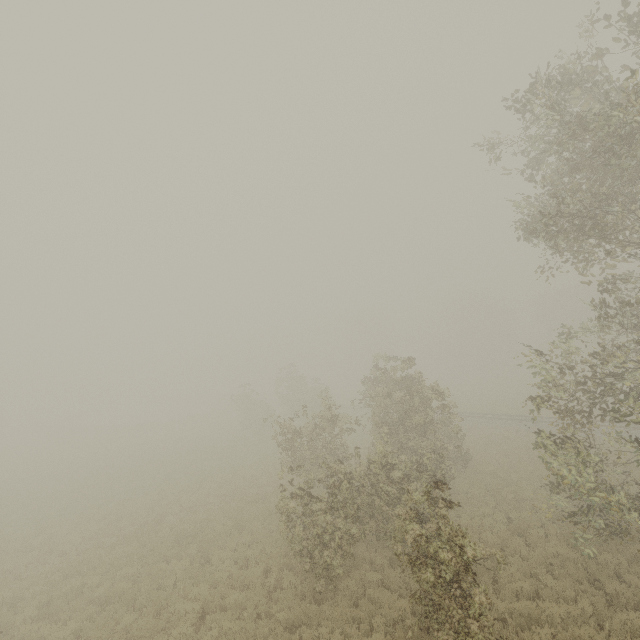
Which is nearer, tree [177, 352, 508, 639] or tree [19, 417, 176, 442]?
tree [177, 352, 508, 639]

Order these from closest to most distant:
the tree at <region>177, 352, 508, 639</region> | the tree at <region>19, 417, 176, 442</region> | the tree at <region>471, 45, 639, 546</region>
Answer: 1. the tree at <region>177, 352, 508, 639</region>
2. the tree at <region>471, 45, 639, 546</region>
3. the tree at <region>19, 417, 176, 442</region>

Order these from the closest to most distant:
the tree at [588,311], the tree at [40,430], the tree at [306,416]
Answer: the tree at [306,416]
the tree at [588,311]
the tree at [40,430]

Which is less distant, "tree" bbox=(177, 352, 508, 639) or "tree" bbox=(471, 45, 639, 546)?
"tree" bbox=(177, 352, 508, 639)

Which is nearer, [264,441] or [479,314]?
[264,441]

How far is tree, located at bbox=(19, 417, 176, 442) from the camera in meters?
41.3

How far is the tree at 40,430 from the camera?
41.3 meters
